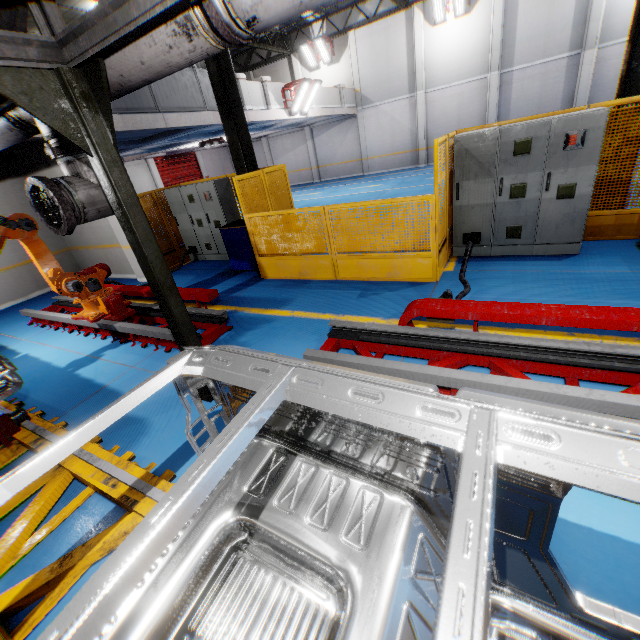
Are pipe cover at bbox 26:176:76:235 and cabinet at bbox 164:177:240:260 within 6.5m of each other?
yes

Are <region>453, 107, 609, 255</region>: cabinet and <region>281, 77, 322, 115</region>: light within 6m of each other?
no

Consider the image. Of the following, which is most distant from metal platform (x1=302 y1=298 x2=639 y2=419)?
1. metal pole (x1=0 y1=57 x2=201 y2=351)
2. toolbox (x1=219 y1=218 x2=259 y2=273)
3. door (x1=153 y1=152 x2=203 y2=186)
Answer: door (x1=153 y1=152 x2=203 y2=186)

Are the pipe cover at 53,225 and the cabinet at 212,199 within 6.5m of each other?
yes

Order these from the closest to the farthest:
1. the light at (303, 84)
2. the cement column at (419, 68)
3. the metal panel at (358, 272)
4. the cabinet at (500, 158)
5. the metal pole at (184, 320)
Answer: the metal pole at (184, 320), the cabinet at (500, 158), the metal panel at (358, 272), the light at (303, 84), the cement column at (419, 68)

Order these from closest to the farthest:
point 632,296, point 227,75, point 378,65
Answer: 1. point 632,296
2. point 227,75
3. point 378,65

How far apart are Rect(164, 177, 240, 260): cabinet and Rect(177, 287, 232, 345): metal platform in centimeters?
304cm

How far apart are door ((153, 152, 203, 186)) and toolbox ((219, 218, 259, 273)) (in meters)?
17.81
